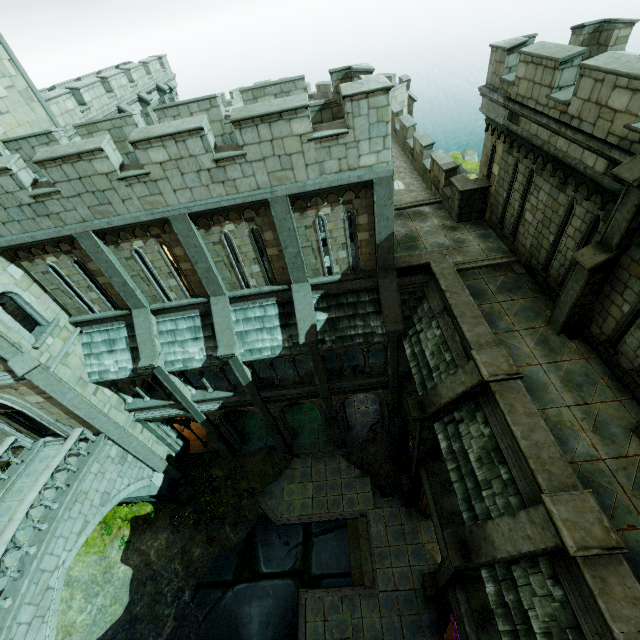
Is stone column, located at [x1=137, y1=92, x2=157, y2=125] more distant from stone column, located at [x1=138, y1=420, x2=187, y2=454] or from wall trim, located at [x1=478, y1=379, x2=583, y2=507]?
wall trim, located at [x1=478, y1=379, x2=583, y2=507]

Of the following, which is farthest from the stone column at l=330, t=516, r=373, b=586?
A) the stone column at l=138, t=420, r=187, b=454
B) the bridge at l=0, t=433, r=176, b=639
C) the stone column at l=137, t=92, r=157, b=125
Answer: the stone column at l=137, t=92, r=157, b=125

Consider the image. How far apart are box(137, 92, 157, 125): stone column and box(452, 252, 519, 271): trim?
20.7m

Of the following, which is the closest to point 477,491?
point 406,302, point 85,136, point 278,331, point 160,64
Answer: point 406,302

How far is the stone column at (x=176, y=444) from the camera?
16.5m

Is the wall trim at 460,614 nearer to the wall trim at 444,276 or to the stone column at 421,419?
the stone column at 421,419

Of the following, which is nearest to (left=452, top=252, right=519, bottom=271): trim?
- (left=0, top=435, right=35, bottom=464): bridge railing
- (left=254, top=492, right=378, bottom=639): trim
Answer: (left=254, top=492, right=378, bottom=639): trim

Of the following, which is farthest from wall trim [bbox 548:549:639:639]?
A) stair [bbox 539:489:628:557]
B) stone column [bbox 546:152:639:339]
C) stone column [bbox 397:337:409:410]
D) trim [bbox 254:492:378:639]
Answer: trim [bbox 254:492:378:639]
